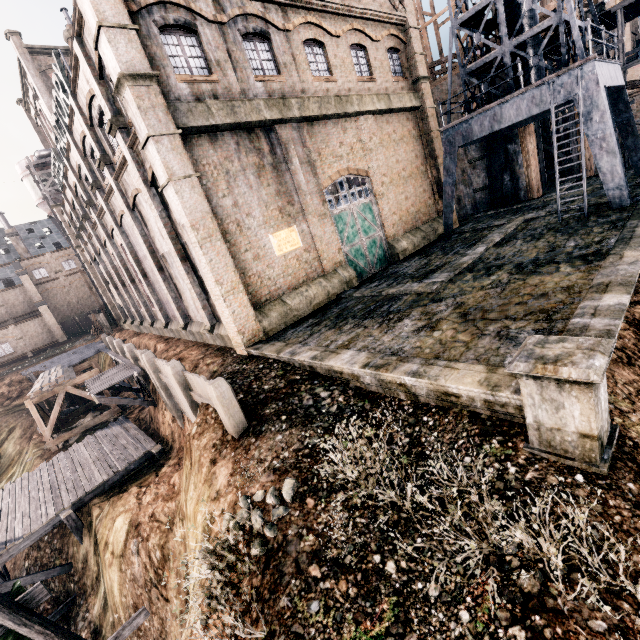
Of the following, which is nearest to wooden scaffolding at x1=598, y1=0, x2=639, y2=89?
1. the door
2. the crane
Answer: the crane

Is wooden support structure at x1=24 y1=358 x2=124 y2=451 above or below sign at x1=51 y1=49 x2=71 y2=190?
below

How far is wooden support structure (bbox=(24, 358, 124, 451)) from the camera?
23.5 meters

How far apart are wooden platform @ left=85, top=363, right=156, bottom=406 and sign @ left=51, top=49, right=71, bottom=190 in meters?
15.7 m

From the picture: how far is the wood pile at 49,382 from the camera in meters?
23.1 m

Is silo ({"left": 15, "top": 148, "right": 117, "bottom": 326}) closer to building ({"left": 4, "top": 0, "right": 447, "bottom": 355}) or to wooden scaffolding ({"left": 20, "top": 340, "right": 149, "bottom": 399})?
building ({"left": 4, "top": 0, "right": 447, "bottom": 355})

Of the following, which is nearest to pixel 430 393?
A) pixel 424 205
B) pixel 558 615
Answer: pixel 558 615

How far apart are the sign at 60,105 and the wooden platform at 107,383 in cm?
1568
